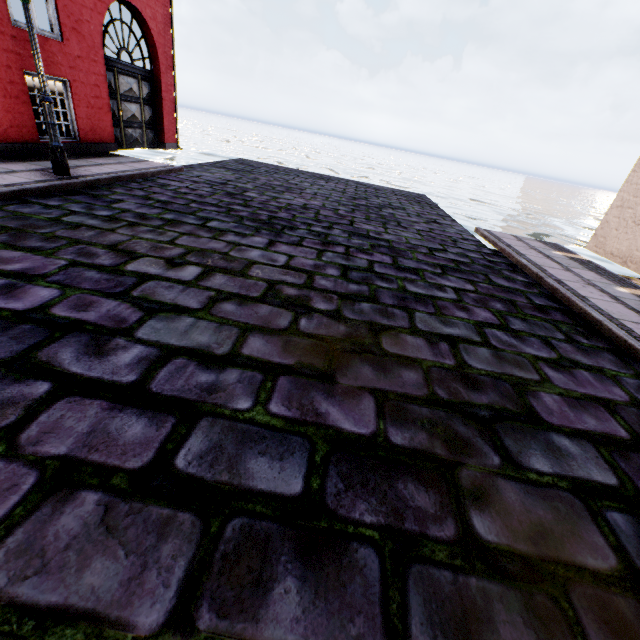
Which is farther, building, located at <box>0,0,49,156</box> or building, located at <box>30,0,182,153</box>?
building, located at <box>30,0,182,153</box>

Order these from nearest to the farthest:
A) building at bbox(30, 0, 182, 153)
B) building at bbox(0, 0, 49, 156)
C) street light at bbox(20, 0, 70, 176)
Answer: street light at bbox(20, 0, 70, 176) → building at bbox(0, 0, 49, 156) → building at bbox(30, 0, 182, 153)

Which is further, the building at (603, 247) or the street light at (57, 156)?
the building at (603, 247)

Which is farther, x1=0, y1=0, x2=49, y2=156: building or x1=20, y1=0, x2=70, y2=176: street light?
x1=0, y1=0, x2=49, y2=156: building

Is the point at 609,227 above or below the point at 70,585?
above

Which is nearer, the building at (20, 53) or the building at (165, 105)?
the building at (20, 53)
